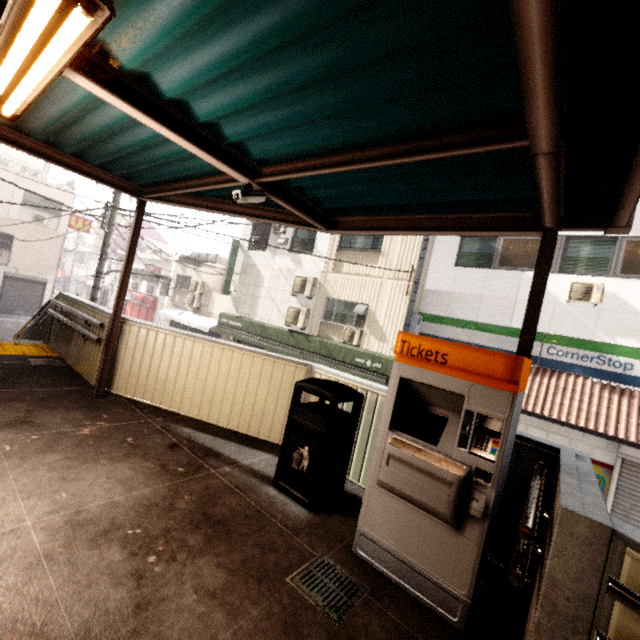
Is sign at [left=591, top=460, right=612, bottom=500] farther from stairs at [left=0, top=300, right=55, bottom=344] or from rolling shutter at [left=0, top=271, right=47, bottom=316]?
rolling shutter at [left=0, top=271, right=47, bottom=316]

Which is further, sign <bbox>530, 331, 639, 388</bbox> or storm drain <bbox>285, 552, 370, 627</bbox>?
sign <bbox>530, 331, 639, 388</bbox>

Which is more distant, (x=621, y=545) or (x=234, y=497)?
(x=234, y=497)

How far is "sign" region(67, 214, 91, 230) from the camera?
22.5 meters

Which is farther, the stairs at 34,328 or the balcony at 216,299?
the balcony at 216,299

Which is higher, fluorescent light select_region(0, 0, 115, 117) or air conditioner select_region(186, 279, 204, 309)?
fluorescent light select_region(0, 0, 115, 117)

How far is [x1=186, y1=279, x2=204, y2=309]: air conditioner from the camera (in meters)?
19.86

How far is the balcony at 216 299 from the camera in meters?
18.7
